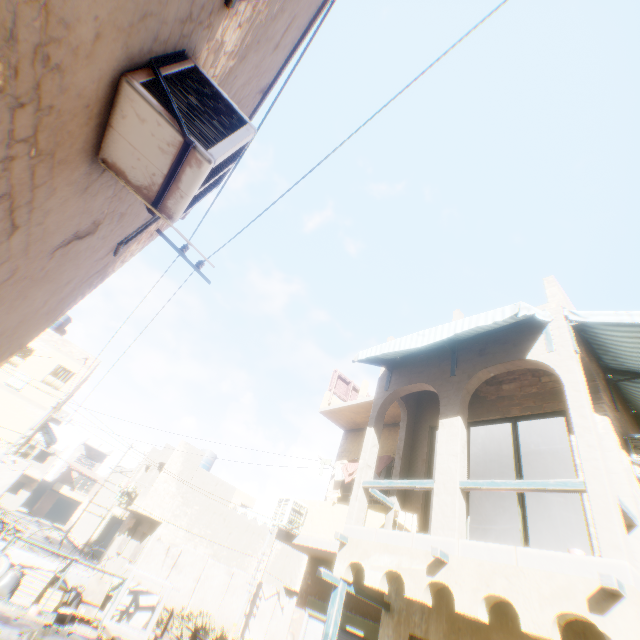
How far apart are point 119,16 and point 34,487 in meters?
62.1

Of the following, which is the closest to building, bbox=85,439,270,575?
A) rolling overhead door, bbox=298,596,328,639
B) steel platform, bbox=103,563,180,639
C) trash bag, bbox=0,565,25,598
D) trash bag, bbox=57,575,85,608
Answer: rolling overhead door, bbox=298,596,328,639

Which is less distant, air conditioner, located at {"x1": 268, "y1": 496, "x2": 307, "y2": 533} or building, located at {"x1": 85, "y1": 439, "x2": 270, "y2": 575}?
air conditioner, located at {"x1": 268, "y1": 496, "x2": 307, "y2": 533}

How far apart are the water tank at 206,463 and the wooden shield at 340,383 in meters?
19.7 m

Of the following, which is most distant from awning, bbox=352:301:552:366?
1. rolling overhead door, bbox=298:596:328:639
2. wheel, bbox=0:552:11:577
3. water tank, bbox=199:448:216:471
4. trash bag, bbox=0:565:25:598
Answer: water tank, bbox=199:448:216:471

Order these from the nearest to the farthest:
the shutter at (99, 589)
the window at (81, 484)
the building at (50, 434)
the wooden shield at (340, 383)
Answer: the shutter at (99, 589), the wooden shield at (340, 383), the building at (50, 434), the window at (81, 484)

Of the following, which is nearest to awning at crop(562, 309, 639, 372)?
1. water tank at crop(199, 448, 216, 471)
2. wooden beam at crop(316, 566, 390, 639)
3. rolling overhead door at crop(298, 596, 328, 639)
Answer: rolling overhead door at crop(298, 596, 328, 639)

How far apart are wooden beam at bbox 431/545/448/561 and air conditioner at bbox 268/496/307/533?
5.58m
